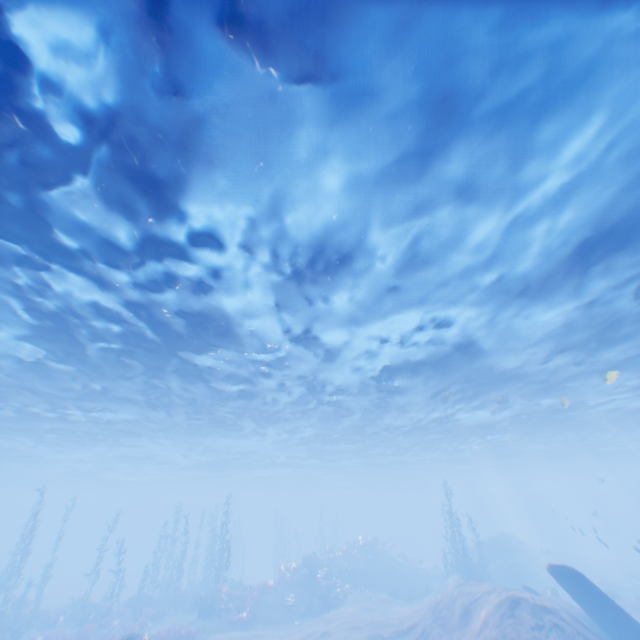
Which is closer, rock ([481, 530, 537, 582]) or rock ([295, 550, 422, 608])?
rock ([295, 550, 422, 608])

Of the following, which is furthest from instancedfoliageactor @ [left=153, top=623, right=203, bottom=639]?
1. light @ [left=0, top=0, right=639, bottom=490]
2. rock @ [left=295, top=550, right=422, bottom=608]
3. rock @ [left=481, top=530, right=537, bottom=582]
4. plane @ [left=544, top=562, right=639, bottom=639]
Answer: rock @ [left=481, top=530, right=537, bottom=582]

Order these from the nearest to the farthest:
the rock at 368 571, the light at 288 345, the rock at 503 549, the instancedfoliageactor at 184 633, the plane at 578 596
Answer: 1. the light at 288 345
2. the plane at 578 596
3. the instancedfoliageactor at 184 633
4. the rock at 368 571
5. the rock at 503 549

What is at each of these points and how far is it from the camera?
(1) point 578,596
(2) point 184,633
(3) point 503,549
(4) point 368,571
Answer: (1) plane, 14.3 meters
(2) instancedfoliageactor, 19.2 meters
(3) rock, 32.8 meters
(4) rock, 30.6 meters

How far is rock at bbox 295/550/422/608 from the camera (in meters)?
25.46

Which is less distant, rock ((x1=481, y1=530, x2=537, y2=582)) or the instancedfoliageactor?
the instancedfoliageactor

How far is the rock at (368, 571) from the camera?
25.5 meters

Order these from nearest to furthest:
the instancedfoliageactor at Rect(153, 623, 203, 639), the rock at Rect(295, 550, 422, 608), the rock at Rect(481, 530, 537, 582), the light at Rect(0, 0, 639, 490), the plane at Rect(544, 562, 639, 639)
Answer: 1. the light at Rect(0, 0, 639, 490)
2. the plane at Rect(544, 562, 639, 639)
3. the instancedfoliageactor at Rect(153, 623, 203, 639)
4. the rock at Rect(295, 550, 422, 608)
5. the rock at Rect(481, 530, 537, 582)
